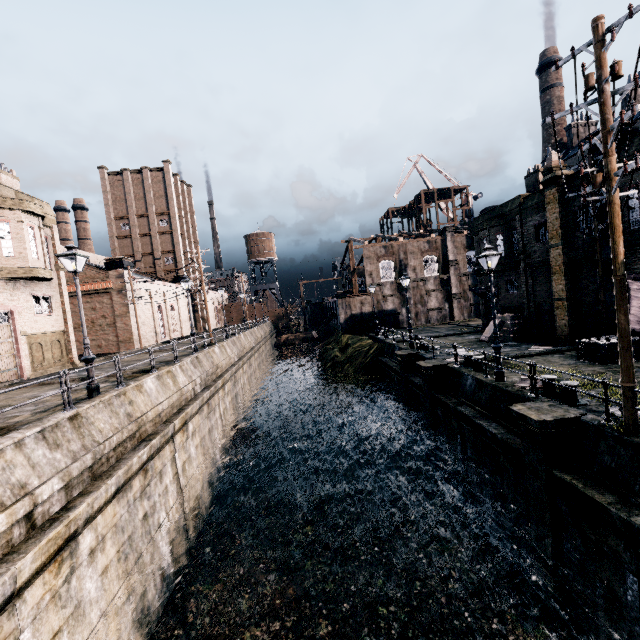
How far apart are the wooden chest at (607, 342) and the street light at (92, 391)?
22.18m

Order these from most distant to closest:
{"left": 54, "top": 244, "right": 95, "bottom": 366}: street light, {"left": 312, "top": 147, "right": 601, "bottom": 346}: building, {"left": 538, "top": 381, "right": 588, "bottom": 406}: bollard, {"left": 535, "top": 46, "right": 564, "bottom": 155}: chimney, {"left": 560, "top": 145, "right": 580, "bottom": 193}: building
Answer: {"left": 535, "top": 46, "right": 564, "bottom": 155}: chimney, {"left": 312, "top": 147, "right": 601, "bottom": 346}: building, {"left": 560, "top": 145, "right": 580, "bottom": 193}: building, {"left": 54, "top": 244, "right": 95, "bottom": 366}: street light, {"left": 538, "top": 381, "right": 588, "bottom": 406}: bollard

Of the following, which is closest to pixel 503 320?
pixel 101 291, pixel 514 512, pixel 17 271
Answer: pixel 514 512

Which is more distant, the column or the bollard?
→ the bollard

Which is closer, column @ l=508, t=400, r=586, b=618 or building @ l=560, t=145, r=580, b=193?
column @ l=508, t=400, r=586, b=618

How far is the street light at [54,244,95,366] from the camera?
12.0 meters

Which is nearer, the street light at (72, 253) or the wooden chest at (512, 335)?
the street light at (72, 253)

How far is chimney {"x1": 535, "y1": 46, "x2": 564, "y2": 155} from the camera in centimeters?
5744cm
